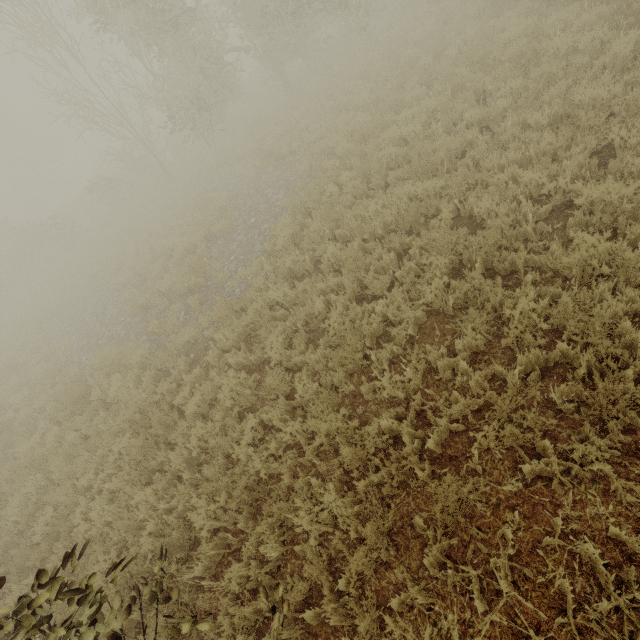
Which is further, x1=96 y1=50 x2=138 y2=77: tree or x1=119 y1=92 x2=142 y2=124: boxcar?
x1=119 y1=92 x2=142 y2=124: boxcar

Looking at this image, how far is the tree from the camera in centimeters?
1399cm

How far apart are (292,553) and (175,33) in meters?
17.0

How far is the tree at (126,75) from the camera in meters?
14.0 m

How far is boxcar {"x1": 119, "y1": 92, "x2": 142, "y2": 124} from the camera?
49.68m

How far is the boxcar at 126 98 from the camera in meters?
49.7 m
